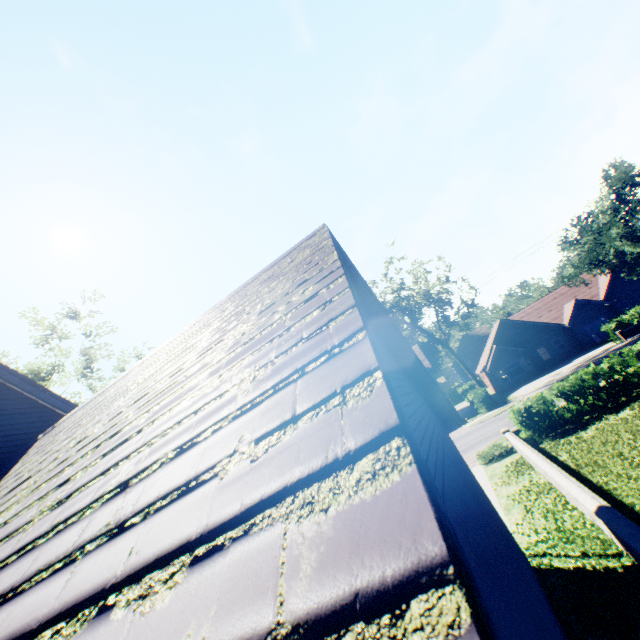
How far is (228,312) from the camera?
4.71m

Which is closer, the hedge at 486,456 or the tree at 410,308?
the hedge at 486,456

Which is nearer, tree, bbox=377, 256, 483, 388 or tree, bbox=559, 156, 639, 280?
tree, bbox=559, 156, 639, 280

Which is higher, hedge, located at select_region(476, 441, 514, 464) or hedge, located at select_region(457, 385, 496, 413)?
hedge, located at select_region(457, 385, 496, 413)

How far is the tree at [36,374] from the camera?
20.0m

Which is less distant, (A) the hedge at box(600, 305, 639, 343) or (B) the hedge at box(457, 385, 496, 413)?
(A) the hedge at box(600, 305, 639, 343)

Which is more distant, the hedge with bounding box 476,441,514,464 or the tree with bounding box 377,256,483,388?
the tree with bounding box 377,256,483,388

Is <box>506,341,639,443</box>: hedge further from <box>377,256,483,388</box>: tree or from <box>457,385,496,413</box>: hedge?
<box>377,256,483,388</box>: tree
